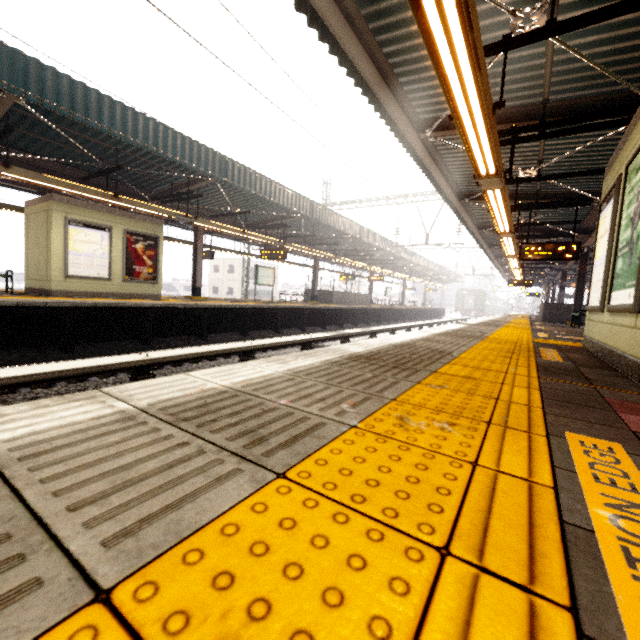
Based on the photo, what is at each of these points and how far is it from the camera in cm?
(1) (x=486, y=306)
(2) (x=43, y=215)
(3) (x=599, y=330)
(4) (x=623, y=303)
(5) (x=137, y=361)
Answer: Answer:
(1) train, 5038
(2) elevator, 966
(3) elevator, 438
(4) sign, 334
(5) electrical rail conduit, 528

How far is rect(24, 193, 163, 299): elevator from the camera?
9.49m

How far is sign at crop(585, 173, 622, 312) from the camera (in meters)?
4.18

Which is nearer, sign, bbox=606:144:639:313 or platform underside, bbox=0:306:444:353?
sign, bbox=606:144:639:313

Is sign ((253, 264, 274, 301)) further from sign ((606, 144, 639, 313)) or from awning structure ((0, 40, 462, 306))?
sign ((606, 144, 639, 313))

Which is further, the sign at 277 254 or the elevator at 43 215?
the sign at 277 254

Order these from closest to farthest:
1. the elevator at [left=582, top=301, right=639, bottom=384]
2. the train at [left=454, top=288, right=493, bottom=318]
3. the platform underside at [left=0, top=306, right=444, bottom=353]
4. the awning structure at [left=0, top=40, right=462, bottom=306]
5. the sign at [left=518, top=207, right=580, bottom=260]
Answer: the elevator at [left=582, top=301, right=639, bottom=384] < the awning structure at [left=0, top=40, right=462, bottom=306] < the platform underside at [left=0, top=306, right=444, bottom=353] < the sign at [left=518, top=207, right=580, bottom=260] < the train at [left=454, top=288, right=493, bottom=318]

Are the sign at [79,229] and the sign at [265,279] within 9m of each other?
yes
